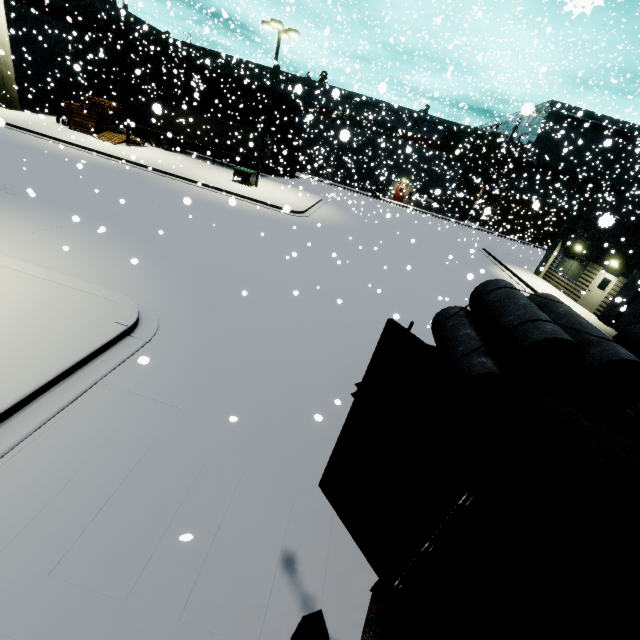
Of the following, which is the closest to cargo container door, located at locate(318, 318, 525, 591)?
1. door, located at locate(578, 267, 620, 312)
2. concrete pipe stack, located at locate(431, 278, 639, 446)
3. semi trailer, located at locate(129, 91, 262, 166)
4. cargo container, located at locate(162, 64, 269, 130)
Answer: semi trailer, located at locate(129, 91, 262, 166)

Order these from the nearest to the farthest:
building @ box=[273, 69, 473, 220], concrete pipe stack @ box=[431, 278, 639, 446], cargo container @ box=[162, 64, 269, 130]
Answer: concrete pipe stack @ box=[431, 278, 639, 446] < cargo container @ box=[162, 64, 269, 130] < building @ box=[273, 69, 473, 220]

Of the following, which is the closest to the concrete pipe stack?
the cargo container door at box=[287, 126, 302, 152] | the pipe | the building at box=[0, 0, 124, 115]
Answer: the building at box=[0, 0, 124, 115]

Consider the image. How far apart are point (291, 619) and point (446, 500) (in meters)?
2.76

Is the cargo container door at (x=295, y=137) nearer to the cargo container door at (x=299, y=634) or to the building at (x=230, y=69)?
the building at (x=230, y=69)

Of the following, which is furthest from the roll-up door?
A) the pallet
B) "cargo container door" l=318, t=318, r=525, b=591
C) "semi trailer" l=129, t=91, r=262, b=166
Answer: "cargo container door" l=318, t=318, r=525, b=591

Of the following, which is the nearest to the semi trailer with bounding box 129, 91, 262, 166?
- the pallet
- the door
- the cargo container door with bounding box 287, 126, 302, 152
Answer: the pallet

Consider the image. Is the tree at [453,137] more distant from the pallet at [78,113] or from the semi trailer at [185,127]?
the pallet at [78,113]
